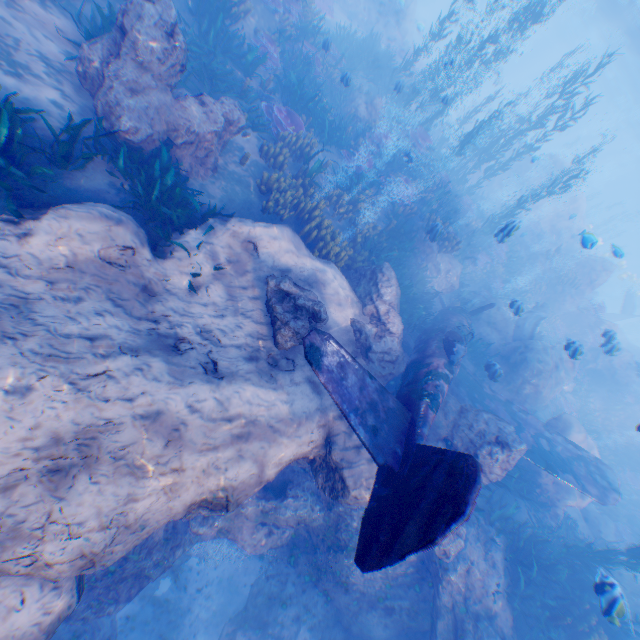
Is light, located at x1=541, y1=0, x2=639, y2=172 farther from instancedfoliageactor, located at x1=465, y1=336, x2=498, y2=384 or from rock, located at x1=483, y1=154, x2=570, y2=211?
instancedfoliageactor, located at x1=465, y1=336, x2=498, y2=384

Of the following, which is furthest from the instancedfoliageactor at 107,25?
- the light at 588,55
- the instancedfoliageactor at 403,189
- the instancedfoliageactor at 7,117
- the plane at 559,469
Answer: the light at 588,55

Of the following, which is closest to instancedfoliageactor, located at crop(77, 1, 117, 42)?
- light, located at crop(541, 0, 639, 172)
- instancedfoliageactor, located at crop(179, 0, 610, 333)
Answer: instancedfoliageactor, located at crop(179, 0, 610, 333)

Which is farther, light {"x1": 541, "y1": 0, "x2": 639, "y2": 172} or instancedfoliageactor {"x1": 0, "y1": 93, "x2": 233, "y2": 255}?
light {"x1": 541, "y1": 0, "x2": 639, "y2": 172}

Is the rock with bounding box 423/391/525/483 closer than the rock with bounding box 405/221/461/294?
Yes

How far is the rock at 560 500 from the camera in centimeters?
1094cm

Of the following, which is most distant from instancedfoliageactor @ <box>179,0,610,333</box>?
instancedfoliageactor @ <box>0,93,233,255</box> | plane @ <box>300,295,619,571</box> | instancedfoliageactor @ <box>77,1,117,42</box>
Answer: instancedfoliageactor @ <box>0,93,233,255</box>

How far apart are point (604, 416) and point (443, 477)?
20.43m
